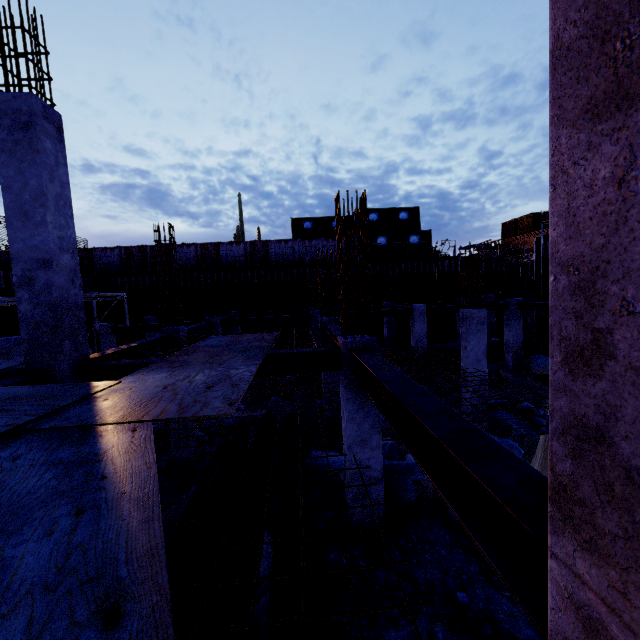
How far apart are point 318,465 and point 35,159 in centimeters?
741cm

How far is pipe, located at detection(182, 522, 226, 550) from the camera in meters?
3.9 m

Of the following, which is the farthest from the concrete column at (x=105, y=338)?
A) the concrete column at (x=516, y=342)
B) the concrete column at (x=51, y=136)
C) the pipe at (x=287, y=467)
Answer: the concrete column at (x=516, y=342)

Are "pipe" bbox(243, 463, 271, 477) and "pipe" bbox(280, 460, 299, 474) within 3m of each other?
yes

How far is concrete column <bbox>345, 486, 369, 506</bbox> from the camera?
5.6 meters

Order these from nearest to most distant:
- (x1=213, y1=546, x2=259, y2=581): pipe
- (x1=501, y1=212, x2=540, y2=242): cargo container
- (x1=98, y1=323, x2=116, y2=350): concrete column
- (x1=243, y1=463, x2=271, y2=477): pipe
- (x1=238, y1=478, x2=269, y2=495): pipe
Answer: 1. (x1=213, y1=546, x2=259, y2=581): pipe
2. (x1=238, y1=478, x2=269, y2=495): pipe
3. (x1=243, y1=463, x2=271, y2=477): pipe
4. (x1=98, y1=323, x2=116, y2=350): concrete column
5. (x1=501, y1=212, x2=540, y2=242): cargo container

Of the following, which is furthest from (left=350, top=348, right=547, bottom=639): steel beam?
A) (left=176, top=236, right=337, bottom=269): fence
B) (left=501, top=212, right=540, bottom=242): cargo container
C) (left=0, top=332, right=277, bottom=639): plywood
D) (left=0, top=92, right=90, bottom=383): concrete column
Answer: (left=501, top=212, right=540, bottom=242): cargo container

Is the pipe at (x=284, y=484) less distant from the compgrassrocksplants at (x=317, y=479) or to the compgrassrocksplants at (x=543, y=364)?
the compgrassrocksplants at (x=317, y=479)
